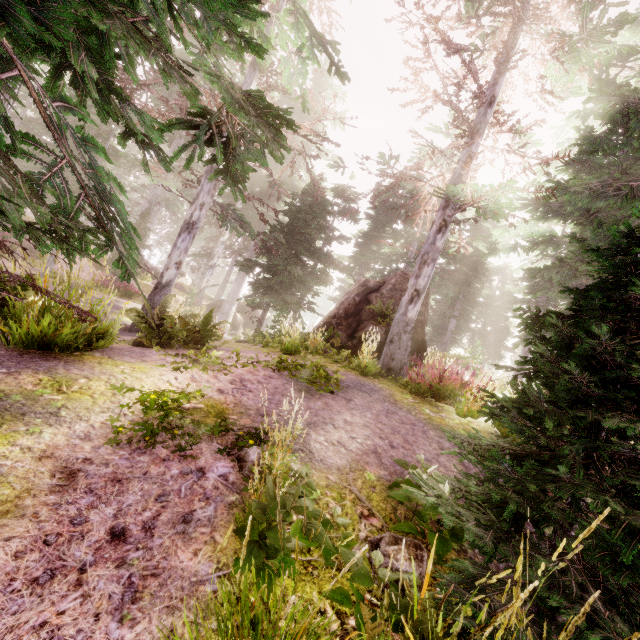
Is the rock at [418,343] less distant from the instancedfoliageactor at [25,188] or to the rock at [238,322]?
the instancedfoliageactor at [25,188]

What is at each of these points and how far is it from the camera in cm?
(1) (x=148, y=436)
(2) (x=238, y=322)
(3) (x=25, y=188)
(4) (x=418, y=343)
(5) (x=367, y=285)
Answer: (1) instancedfoliageactor, 328
(2) rock, 3077
(3) instancedfoliageactor, 258
(4) rock, 1312
(5) rock, 1470

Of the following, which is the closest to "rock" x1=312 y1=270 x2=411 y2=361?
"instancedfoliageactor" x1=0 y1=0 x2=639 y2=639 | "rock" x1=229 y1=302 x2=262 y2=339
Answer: "instancedfoliageactor" x1=0 y1=0 x2=639 y2=639

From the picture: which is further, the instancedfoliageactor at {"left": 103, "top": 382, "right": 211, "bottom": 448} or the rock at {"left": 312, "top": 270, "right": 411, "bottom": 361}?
the rock at {"left": 312, "top": 270, "right": 411, "bottom": 361}

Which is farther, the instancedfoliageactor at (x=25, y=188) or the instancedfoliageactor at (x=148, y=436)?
the instancedfoliageactor at (x=148, y=436)

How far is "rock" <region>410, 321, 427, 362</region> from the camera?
13.1m
